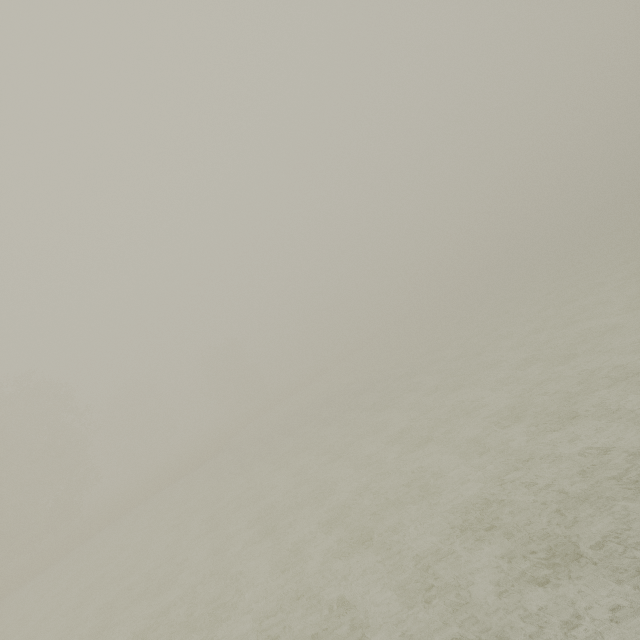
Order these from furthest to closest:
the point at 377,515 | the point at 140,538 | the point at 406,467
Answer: the point at 140,538
the point at 406,467
the point at 377,515
